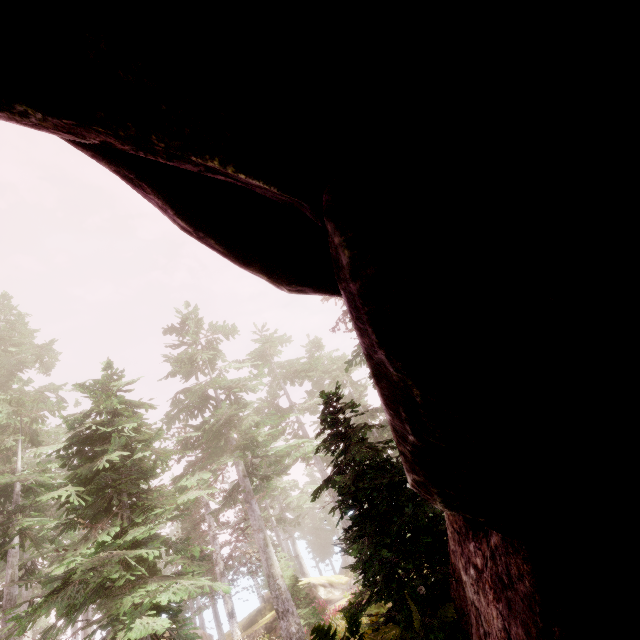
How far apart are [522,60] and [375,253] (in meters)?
0.91

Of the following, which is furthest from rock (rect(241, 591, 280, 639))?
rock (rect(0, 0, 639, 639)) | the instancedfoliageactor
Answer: rock (rect(0, 0, 639, 639))

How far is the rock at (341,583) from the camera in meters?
29.4 m

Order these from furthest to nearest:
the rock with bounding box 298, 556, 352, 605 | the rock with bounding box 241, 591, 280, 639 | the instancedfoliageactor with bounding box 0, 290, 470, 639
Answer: the rock with bounding box 298, 556, 352, 605, the rock with bounding box 241, 591, 280, 639, the instancedfoliageactor with bounding box 0, 290, 470, 639

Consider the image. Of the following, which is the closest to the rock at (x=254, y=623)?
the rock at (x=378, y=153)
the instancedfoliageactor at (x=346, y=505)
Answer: the instancedfoliageactor at (x=346, y=505)

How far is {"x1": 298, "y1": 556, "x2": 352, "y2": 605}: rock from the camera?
29.4 meters
